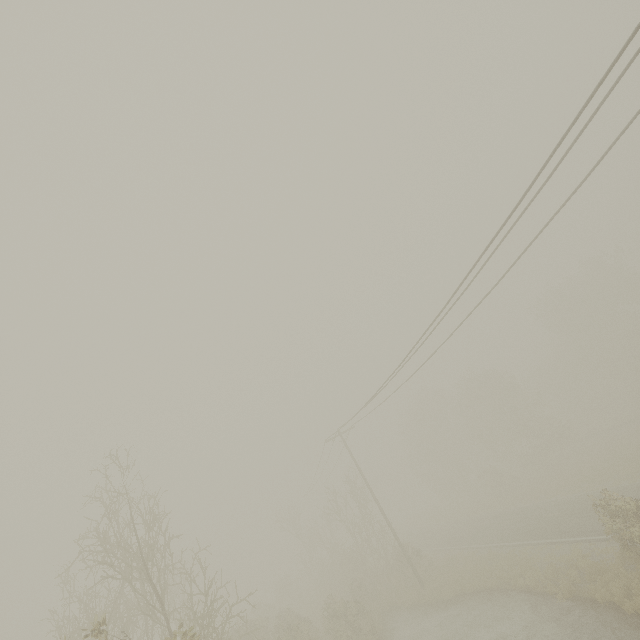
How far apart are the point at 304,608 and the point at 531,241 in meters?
43.2
